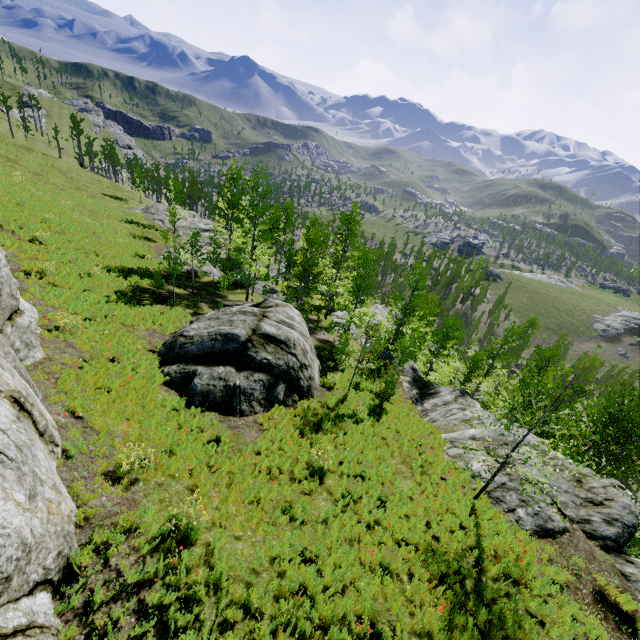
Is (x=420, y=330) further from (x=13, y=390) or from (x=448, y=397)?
(x=13, y=390)

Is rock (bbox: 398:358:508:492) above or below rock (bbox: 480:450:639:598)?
below

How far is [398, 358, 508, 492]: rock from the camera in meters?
12.6 m

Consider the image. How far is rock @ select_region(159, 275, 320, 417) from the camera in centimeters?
1171cm

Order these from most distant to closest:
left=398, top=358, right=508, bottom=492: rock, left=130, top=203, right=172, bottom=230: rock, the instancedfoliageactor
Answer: left=130, top=203, right=172, bottom=230: rock → left=398, top=358, right=508, bottom=492: rock → the instancedfoliageactor

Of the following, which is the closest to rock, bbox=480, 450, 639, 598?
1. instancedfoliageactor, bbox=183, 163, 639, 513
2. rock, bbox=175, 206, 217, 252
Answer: instancedfoliageactor, bbox=183, 163, 639, 513

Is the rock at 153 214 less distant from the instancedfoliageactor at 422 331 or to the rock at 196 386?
the instancedfoliageactor at 422 331

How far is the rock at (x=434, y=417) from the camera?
12.6m
